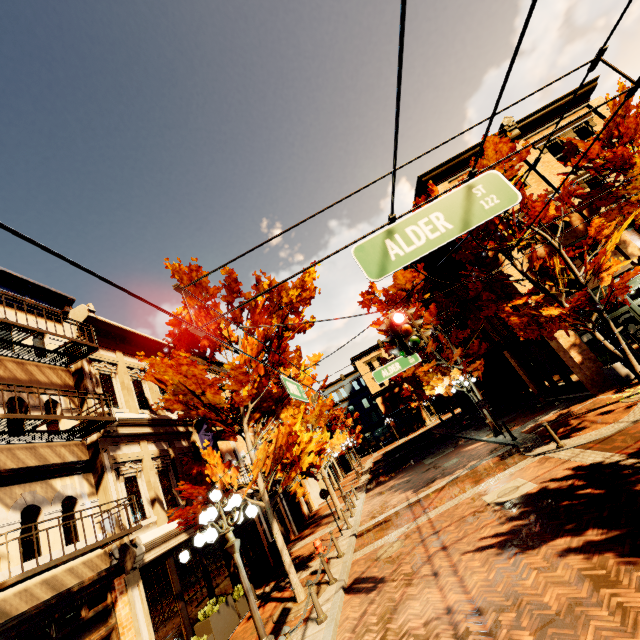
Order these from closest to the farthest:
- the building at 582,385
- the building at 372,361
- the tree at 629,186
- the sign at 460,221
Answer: the sign at 460,221, the tree at 629,186, the building at 582,385, the building at 372,361

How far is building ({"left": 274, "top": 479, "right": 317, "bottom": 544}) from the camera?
19.3m

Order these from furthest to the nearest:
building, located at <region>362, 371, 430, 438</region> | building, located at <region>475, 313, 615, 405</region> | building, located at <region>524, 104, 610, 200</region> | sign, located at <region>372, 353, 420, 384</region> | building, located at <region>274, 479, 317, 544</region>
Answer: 1. building, located at <region>362, 371, 430, 438</region>
2. building, located at <region>274, 479, 317, 544</region>
3. building, located at <region>524, 104, 610, 200</region>
4. building, located at <region>475, 313, 615, 405</region>
5. sign, located at <region>372, 353, 420, 384</region>

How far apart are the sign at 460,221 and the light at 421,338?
3.3 meters

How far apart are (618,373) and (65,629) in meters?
19.5 m

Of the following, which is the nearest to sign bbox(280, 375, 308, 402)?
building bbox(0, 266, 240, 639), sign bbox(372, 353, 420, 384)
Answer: sign bbox(372, 353, 420, 384)

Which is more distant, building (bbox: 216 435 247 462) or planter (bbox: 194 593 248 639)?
building (bbox: 216 435 247 462)
